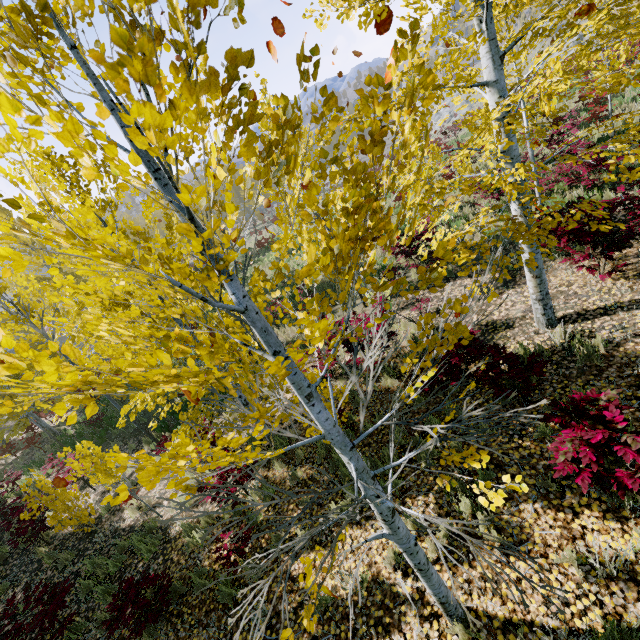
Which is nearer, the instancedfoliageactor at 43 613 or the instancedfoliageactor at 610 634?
the instancedfoliageactor at 610 634

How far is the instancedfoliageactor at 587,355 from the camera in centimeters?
476cm

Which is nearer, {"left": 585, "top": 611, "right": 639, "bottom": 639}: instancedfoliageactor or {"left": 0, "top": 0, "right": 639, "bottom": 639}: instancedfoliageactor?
{"left": 0, "top": 0, "right": 639, "bottom": 639}: instancedfoliageactor

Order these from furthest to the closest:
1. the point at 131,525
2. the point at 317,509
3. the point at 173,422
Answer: the point at 173,422 < the point at 131,525 < the point at 317,509

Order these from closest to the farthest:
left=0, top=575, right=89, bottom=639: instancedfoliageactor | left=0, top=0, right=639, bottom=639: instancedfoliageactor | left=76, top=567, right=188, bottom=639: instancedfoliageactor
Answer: left=0, top=0, right=639, bottom=639: instancedfoliageactor → left=76, top=567, right=188, bottom=639: instancedfoliageactor → left=0, top=575, right=89, bottom=639: instancedfoliageactor

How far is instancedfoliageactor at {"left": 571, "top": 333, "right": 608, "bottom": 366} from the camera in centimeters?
476cm
